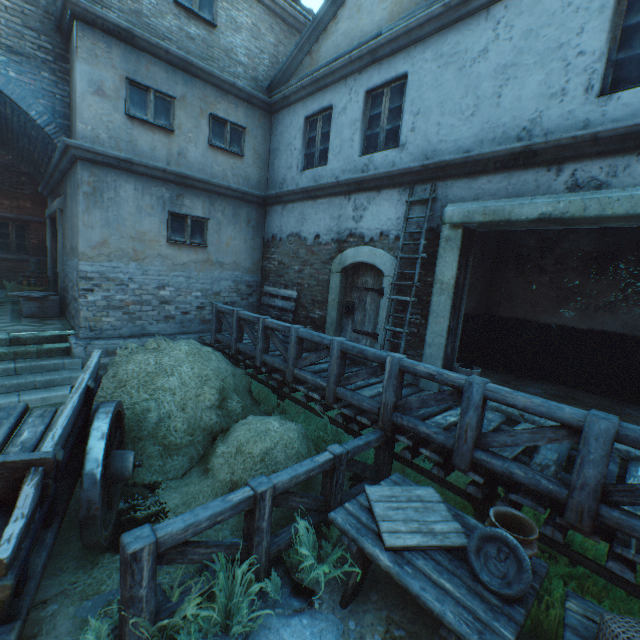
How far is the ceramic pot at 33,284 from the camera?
10.9 meters

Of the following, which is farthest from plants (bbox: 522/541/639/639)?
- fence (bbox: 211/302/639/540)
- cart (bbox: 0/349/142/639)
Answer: cart (bbox: 0/349/142/639)

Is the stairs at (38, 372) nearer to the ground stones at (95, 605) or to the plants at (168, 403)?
the plants at (168, 403)

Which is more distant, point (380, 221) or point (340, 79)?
Answer: point (340, 79)

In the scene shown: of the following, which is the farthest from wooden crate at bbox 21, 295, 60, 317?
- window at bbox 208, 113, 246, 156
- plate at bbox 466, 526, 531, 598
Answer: plate at bbox 466, 526, 531, 598

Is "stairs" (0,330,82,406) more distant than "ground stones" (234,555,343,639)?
Yes

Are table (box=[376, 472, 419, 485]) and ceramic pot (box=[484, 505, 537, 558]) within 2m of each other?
yes

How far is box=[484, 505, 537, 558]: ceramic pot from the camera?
2.4 meters
